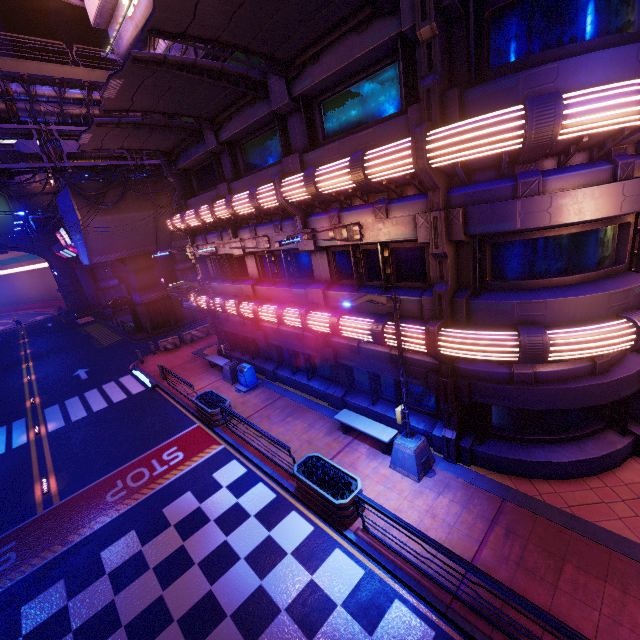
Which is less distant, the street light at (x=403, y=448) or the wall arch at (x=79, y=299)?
the street light at (x=403, y=448)

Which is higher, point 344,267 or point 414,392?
point 344,267

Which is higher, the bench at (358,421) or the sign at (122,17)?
the sign at (122,17)

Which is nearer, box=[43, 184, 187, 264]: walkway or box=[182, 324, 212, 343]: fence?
box=[43, 184, 187, 264]: walkway

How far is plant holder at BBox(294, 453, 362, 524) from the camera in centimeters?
863cm

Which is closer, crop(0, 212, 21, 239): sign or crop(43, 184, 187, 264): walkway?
crop(43, 184, 187, 264): walkway

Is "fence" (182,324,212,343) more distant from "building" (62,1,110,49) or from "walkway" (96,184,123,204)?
"building" (62,1,110,49)

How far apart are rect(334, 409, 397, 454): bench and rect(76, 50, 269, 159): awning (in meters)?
11.48
